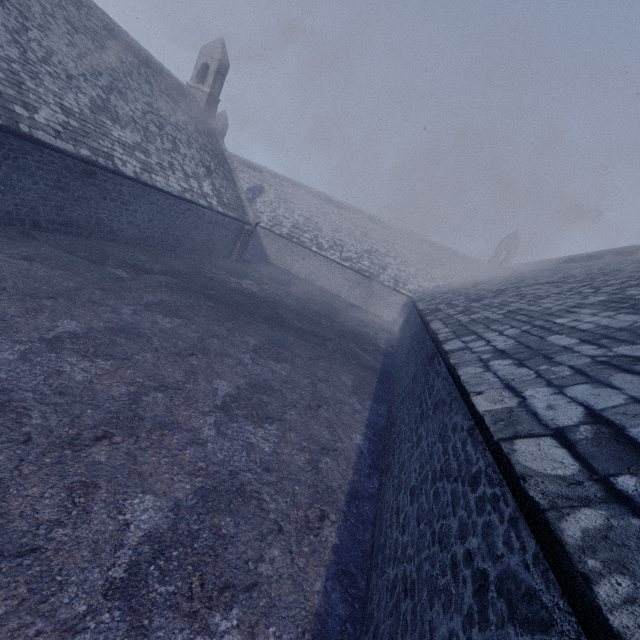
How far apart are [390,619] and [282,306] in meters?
14.1 m
